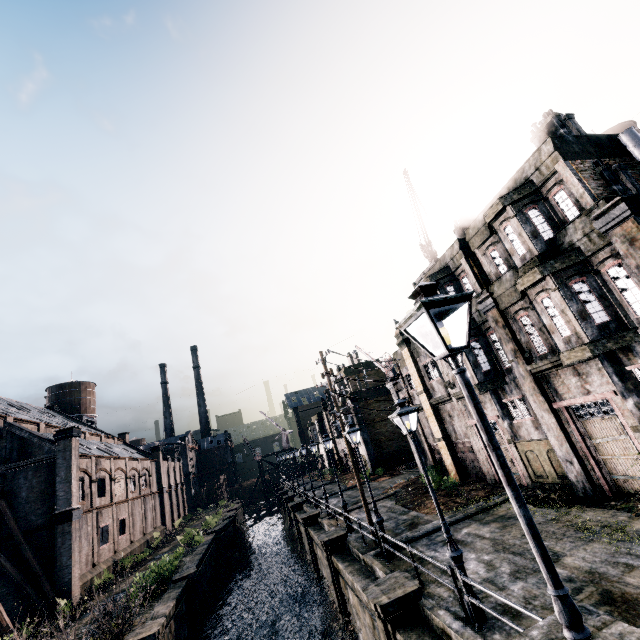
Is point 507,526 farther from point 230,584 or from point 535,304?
point 230,584

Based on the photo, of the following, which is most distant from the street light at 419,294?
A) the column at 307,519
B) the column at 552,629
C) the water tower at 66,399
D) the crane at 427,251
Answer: the water tower at 66,399

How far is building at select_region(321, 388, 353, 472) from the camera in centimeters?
4956cm

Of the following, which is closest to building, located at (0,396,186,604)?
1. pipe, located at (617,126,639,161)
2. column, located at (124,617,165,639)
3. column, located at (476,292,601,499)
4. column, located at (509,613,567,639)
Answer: column, located at (509,613,567,639)

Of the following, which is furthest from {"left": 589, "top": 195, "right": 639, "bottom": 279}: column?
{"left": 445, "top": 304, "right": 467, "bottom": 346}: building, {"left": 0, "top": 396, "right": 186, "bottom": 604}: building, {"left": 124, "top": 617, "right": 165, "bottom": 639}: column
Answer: {"left": 0, "top": 396, "right": 186, "bottom": 604}: building

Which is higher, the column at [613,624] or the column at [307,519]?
the column at [613,624]

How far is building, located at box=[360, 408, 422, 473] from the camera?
40.4 meters

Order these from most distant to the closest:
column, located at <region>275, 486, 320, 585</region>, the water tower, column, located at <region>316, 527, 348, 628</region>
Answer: the water tower → column, located at <region>275, 486, 320, 585</region> → column, located at <region>316, 527, 348, 628</region>
